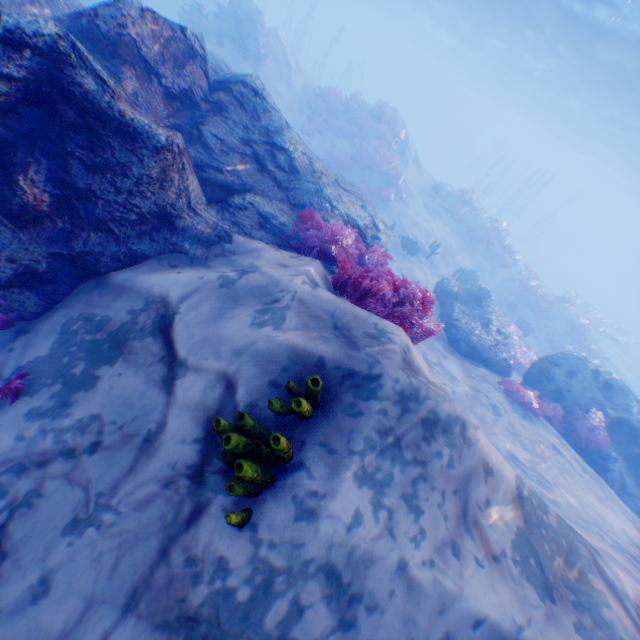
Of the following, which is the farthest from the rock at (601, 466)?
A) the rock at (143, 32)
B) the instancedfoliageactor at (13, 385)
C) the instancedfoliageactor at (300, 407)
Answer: the instancedfoliageactor at (13, 385)

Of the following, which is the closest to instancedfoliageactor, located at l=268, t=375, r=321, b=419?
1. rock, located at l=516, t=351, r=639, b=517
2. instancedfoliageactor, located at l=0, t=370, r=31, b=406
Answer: instancedfoliageactor, located at l=0, t=370, r=31, b=406

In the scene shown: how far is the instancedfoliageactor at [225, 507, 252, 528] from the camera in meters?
2.3

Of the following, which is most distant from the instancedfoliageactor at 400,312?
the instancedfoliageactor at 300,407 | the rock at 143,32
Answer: the instancedfoliageactor at 300,407

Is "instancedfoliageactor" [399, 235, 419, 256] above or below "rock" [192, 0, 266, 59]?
below

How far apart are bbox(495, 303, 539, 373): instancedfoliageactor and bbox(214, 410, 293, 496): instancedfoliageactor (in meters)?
15.55

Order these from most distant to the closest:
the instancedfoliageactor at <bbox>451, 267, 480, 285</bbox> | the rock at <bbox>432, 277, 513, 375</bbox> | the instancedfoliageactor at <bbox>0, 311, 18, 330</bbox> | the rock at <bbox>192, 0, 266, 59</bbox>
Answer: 1. the rock at <bbox>192, 0, 266, 59</bbox>
2. the instancedfoliageactor at <bbox>451, 267, 480, 285</bbox>
3. the rock at <bbox>432, 277, 513, 375</bbox>
4. the instancedfoliageactor at <bbox>0, 311, 18, 330</bbox>

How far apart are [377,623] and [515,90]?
52.62m
